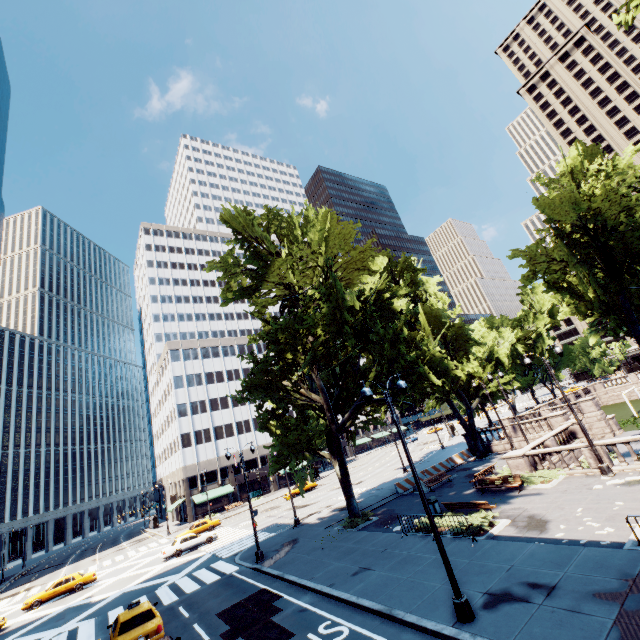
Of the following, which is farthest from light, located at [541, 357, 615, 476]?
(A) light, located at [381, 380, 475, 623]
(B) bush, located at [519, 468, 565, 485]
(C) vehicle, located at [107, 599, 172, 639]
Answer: A: (C) vehicle, located at [107, 599, 172, 639]

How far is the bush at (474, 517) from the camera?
15.3 meters

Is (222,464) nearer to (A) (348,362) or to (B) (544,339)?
(A) (348,362)

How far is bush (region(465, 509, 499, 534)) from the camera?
15.3 meters

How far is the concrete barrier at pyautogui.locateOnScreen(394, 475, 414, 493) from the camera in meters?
28.4 m

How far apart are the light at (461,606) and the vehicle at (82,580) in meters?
35.9 m

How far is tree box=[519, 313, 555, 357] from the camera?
57.8m
